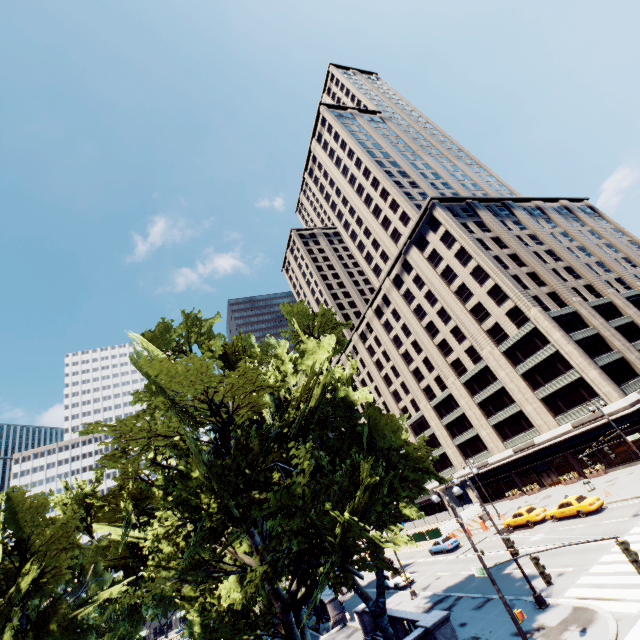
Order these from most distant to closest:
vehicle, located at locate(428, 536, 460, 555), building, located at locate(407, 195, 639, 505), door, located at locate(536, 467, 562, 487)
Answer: door, located at locate(536, 467, 562, 487) < building, located at locate(407, 195, 639, 505) < vehicle, located at locate(428, 536, 460, 555)

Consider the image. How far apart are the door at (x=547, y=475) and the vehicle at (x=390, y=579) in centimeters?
2488cm

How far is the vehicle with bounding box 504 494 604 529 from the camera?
27.7 meters

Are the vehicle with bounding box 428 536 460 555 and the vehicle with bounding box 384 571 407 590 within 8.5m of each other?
yes

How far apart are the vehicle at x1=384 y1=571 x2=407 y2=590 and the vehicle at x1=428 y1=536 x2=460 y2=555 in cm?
616

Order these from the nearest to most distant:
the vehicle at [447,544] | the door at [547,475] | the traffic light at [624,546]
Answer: the traffic light at [624,546] → the vehicle at [447,544] → the door at [547,475]

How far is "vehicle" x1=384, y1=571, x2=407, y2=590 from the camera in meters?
32.6

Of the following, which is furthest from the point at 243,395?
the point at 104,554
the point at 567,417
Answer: the point at 567,417
